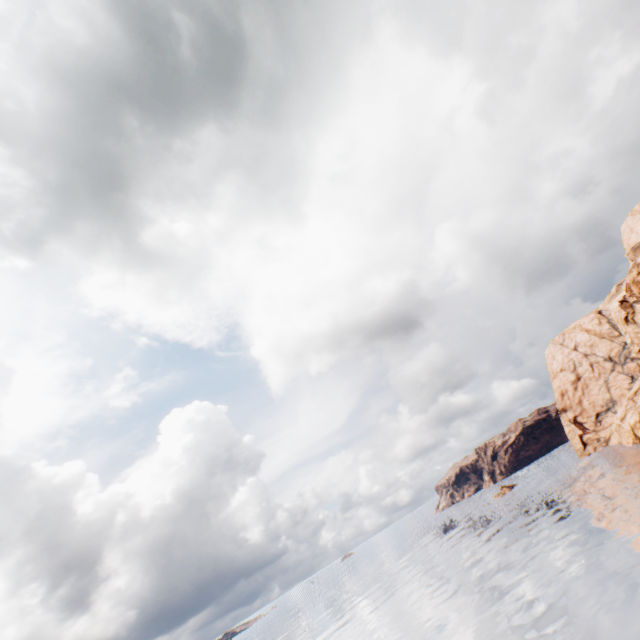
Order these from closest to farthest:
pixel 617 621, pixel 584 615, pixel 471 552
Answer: pixel 617 621, pixel 584 615, pixel 471 552
